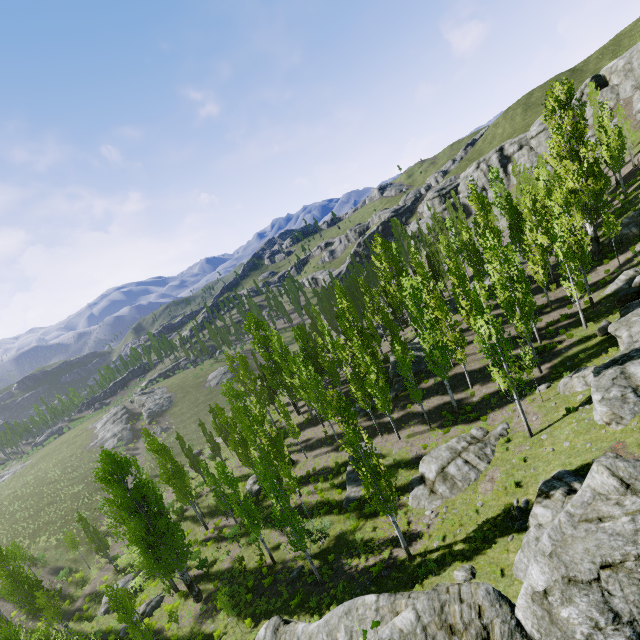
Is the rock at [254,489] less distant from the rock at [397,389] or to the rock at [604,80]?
the rock at [397,389]

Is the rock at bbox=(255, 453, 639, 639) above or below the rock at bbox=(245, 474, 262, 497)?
above

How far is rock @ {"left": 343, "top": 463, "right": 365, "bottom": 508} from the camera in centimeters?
2561cm

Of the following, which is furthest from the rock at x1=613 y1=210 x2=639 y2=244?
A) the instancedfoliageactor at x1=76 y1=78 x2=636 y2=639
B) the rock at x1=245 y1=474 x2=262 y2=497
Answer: the rock at x1=245 y1=474 x2=262 y2=497

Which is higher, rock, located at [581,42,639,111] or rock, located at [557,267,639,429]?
rock, located at [581,42,639,111]

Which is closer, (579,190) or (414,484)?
(414,484)

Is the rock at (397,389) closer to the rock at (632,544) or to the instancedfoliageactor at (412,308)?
the instancedfoliageactor at (412,308)

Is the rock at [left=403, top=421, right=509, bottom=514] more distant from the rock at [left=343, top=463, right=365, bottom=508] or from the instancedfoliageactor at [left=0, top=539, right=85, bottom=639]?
the rock at [left=343, top=463, right=365, bottom=508]
